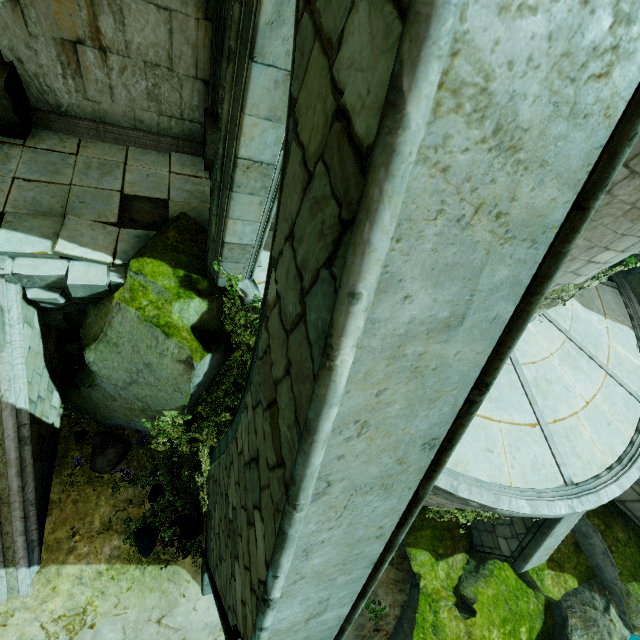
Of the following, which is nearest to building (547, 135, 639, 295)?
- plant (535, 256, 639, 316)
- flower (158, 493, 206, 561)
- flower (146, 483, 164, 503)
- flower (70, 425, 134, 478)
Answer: plant (535, 256, 639, 316)

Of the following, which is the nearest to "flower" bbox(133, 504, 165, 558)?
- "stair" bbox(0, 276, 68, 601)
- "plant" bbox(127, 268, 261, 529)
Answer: "plant" bbox(127, 268, 261, 529)

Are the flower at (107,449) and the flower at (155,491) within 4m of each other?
yes

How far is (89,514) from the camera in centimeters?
648cm

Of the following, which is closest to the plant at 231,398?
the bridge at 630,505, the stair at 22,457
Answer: the stair at 22,457

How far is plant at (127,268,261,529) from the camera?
5.8m

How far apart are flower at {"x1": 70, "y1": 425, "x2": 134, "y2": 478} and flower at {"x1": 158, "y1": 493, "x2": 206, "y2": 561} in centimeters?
159cm

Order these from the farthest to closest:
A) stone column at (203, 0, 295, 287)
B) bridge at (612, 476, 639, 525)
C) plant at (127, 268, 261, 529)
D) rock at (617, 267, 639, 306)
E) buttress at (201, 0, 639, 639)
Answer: rock at (617, 267, 639, 306), bridge at (612, 476, 639, 525), plant at (127, 268, 261, 529), stone column at (203, 0, 295, 287), buttress at (201, 0, 639, 639)
